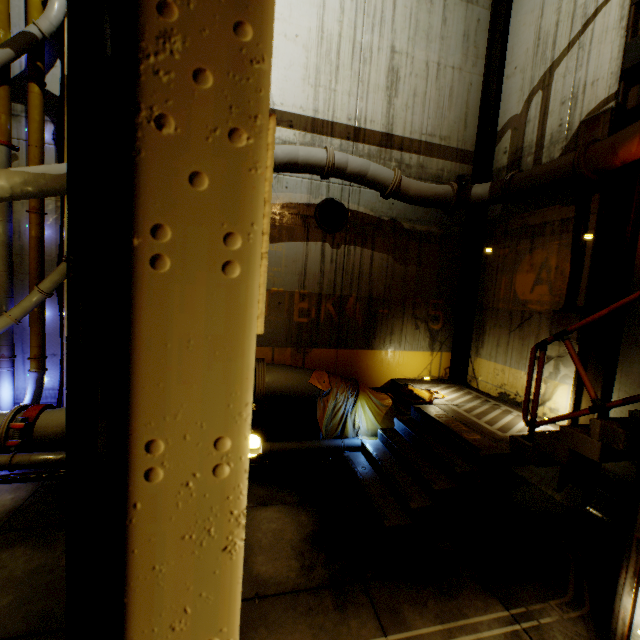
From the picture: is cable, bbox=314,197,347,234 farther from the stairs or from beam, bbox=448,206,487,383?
the stairs

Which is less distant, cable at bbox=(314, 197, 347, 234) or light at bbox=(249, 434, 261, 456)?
light at bbox=(249, 434, 261, 456)

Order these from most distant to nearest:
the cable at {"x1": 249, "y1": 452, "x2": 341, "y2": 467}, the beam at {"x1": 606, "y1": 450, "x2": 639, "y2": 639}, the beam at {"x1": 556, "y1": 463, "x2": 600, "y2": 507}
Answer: the cable at {"x1": 249, "y1": 452, "x2": 341, "y2": 467} → the beam at {"x1": 556, "y1": 463, "x2": 600, "y2": 507} → the beam at {"x1": 606, "y1": 450, "x2": 639, "y2": 639}

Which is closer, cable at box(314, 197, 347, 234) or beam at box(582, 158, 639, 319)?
beam at box(582, 158, 639, 319)

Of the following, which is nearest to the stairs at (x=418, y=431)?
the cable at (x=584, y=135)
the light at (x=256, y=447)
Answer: the cable at (x=584, y=135)

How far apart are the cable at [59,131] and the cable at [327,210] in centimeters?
519cm

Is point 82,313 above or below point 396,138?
below

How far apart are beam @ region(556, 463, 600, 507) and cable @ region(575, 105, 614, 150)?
5.3 meters
